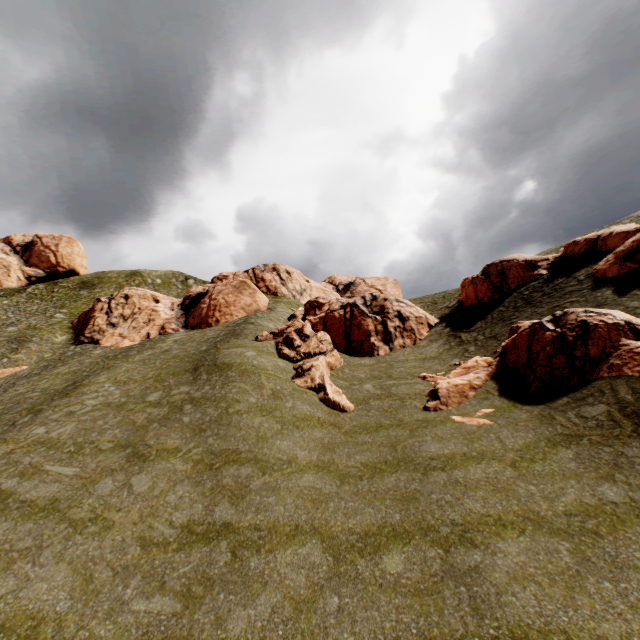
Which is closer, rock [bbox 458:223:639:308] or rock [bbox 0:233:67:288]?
rock [bbox 458:223:639:308]

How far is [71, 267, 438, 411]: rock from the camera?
→ 23.00m

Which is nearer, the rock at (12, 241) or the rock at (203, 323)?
the rock at (203, 323)

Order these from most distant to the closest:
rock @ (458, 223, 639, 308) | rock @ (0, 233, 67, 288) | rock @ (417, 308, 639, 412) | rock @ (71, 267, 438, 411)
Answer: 1. rock @ (0, 233, 67, 288)
2. rock @ (71, 267, 438, 411)
3. rock @ (458, 223, 639, 308)
4. rock @ (417, 308, 639, 412)

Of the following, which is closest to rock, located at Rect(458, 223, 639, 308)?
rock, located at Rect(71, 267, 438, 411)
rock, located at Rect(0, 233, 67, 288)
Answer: rock, located at Rect(71, 267, 438, 411)

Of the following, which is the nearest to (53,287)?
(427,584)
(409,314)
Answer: (409,314)

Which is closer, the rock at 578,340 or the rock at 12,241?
the rock at 578,340
